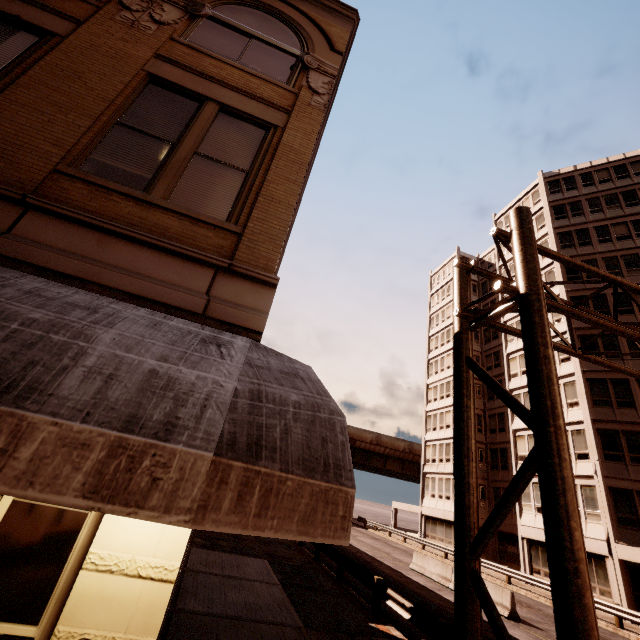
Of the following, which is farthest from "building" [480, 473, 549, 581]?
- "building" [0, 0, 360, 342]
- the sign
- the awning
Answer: "building" [0, 0, 360, 342]

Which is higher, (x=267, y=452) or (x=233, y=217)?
(x=233, y=217)

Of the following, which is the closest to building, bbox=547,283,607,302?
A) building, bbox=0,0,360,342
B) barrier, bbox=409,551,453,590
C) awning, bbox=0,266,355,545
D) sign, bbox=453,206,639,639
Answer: sign, bbox=453,206,639,639

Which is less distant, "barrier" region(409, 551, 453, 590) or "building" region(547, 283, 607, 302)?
"barrier" region(409, 551, 453, 590)

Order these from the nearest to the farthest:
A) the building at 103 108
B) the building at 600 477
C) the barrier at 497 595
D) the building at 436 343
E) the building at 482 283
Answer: the building at 103 108 < the barrier at 497 595 < the building at 600 477 < the building at 436 343 < the building at 482 283

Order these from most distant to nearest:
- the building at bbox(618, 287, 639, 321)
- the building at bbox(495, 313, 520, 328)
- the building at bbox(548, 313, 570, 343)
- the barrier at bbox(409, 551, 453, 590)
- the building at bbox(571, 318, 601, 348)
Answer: the building at bbox(495, 313, 520, 328) < the building at bbox(548, 313, 570, 343) < the building at bbox(571, 318, 601, 348) < the building at bbox(618, 287, 639, 321) < the barrier at bbox(409, 551, 453, 590)

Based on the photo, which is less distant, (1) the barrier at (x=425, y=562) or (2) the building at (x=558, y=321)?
(1) the barrier at (x=425, y=562)

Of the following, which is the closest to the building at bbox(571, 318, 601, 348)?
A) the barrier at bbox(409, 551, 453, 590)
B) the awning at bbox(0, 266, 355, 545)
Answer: the barrier at bbox(409, 551, 453, 590)
